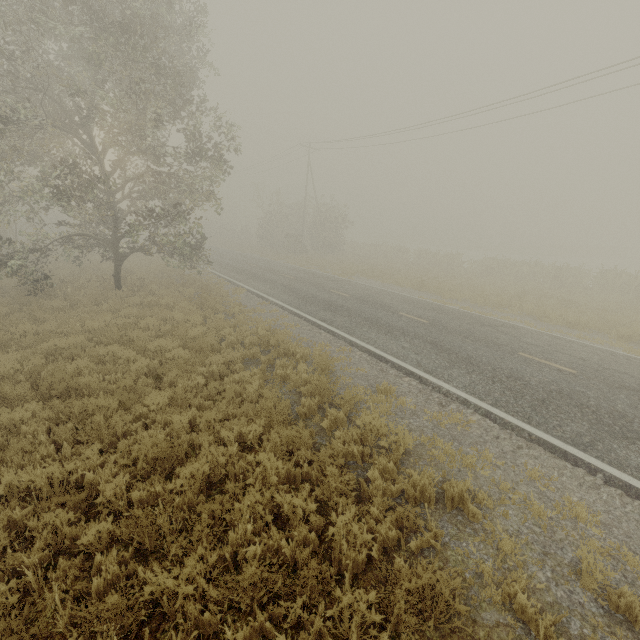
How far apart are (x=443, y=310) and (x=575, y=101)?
13.83m
